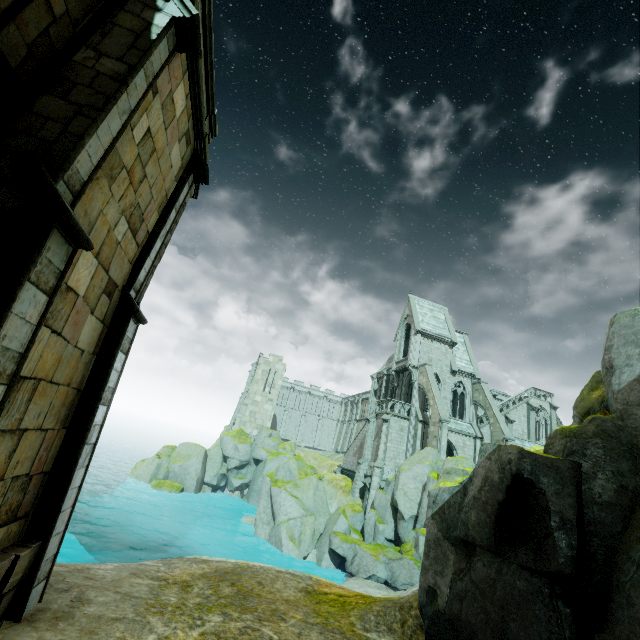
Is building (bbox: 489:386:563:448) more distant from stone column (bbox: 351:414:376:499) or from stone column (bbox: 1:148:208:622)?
stone column (bbox: 1:148:208:622)

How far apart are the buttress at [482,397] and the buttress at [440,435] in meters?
5.9 m

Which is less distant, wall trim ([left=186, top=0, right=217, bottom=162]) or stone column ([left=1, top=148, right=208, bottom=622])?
stone column ([left=1, top=148, right=208, bottom=622])

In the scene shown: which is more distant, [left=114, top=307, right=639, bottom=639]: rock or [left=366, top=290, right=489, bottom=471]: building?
[left=366, top=290, right=489, bottom=471]: building

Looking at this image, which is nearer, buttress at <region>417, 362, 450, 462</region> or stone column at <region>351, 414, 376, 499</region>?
buttress at <region>417, 362, 450, 462</region>

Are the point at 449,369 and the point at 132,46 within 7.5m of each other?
no

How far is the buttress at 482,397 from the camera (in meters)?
30.29

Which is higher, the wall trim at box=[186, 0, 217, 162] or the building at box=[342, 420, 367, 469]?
the wall trim at box=[186, 0, 217, 162]
